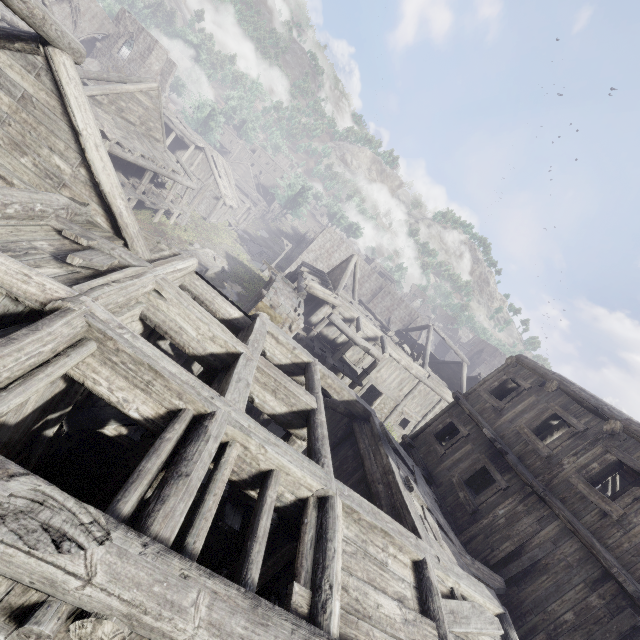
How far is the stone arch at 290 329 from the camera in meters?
14.0 m

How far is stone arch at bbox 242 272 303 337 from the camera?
14.0m

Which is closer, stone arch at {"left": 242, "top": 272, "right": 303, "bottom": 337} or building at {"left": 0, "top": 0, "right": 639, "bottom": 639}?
building at {"left": 0, "top": 0, "right": 639, "bottom": 639}

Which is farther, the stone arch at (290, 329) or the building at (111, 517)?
the stone arch at (290, 329)

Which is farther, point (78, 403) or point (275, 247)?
point (275, 247)
